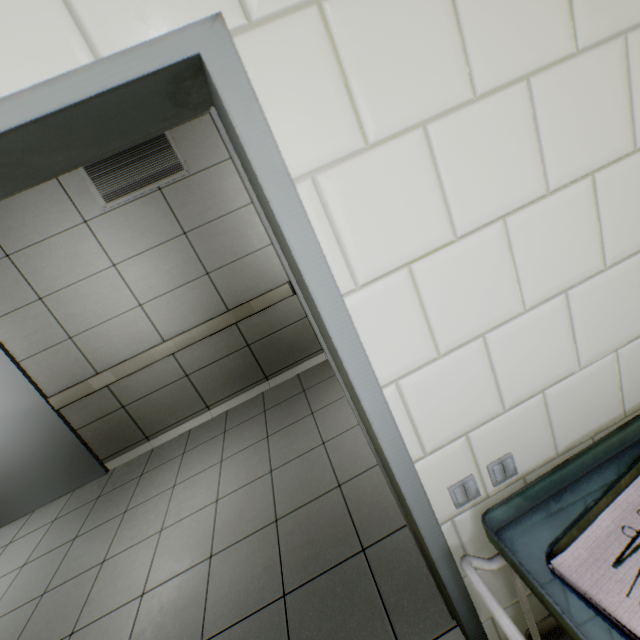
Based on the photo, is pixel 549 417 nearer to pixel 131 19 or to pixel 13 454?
pixel 131 19

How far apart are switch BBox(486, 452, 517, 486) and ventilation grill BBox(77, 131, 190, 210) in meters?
3.7

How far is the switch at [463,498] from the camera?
0.9 meters

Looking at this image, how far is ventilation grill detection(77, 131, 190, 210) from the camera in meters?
3.2 m

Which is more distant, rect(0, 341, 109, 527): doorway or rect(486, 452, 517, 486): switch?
rect(0, 341, 109, 527): doorway

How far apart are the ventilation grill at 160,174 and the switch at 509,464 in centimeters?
366cm

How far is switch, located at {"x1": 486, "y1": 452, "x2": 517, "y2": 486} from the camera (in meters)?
0.91
